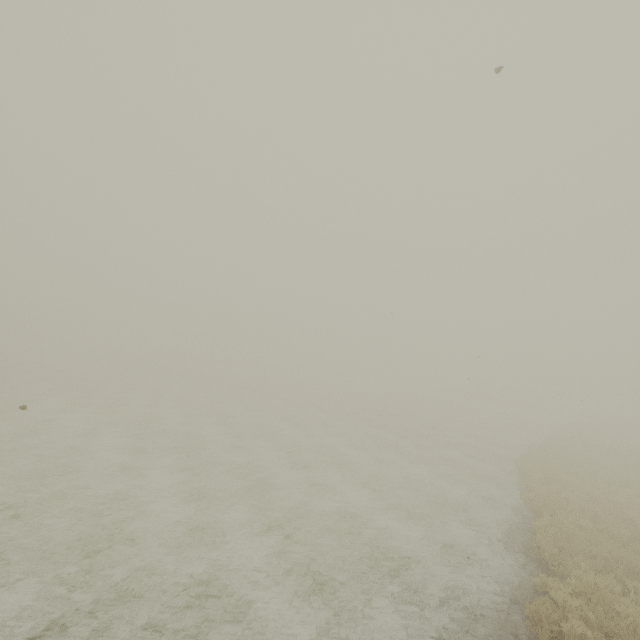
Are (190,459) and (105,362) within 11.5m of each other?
no
